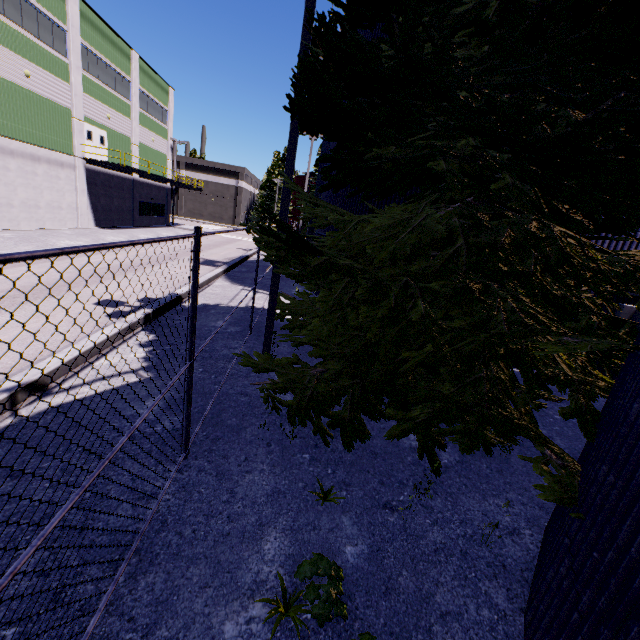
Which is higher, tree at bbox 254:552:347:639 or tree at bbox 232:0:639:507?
tree at bbox 232:0:639:507

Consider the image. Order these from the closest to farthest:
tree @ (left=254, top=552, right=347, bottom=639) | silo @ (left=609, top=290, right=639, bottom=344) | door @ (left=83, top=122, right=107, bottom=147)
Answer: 1. tree @ (left=254, top=552, right=347, bottom=639)
2. silo @ (left=609, top=290, right=639, bottom=344)
3. door @ (left=83, top=122, right=107, bottom=147)

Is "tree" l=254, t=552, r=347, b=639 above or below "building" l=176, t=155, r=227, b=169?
below

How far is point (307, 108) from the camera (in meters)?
4.42

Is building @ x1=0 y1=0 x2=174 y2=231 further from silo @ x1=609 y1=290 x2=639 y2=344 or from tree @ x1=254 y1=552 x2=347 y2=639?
tree @ x1=254 y1=552 x2=347 y2=639

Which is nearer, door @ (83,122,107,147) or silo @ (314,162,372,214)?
silo @ (314,162,372,214)

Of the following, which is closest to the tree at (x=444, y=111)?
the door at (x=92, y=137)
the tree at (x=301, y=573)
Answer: the tree at (x=301, y=573)

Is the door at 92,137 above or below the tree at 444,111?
above
